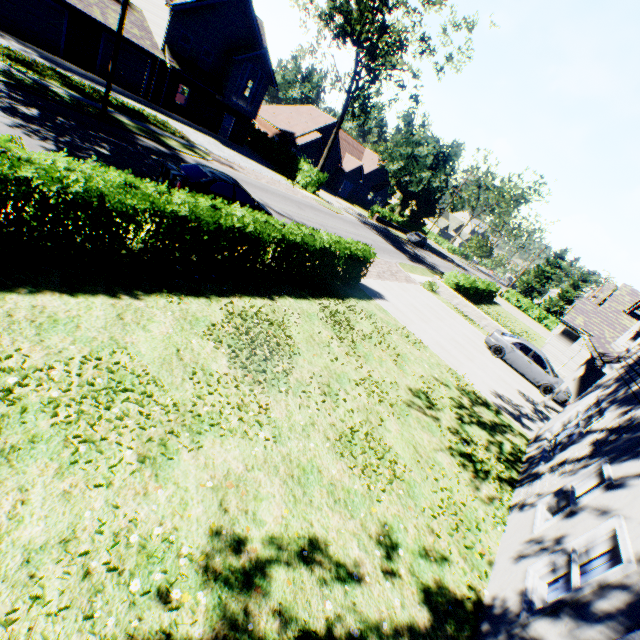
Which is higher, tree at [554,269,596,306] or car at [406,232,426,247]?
tree at [554,269,596,306]

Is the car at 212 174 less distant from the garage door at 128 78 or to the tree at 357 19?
the tree at 357 19

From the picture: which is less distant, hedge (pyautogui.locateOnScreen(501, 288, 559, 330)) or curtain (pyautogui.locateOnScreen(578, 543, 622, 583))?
curtain (pyautogui.locateOnScreen(578, 543, 622, 583))

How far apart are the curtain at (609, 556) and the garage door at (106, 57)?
36.25m

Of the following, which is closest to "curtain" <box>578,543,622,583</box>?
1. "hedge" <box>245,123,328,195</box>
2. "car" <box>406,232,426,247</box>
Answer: "hedge" <box>245,123,328,195</box>

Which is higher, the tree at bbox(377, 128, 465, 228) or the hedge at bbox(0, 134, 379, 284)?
the tree at bbox(377, 128, 465, 228)

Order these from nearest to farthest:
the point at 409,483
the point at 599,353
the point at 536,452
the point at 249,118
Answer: the point at 409,483 → the point at 536,452 → the point at 599,353 → the point at 249,118

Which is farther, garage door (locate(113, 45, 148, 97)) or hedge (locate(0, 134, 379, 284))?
garage door (locate(113, 45, 148, 97))
